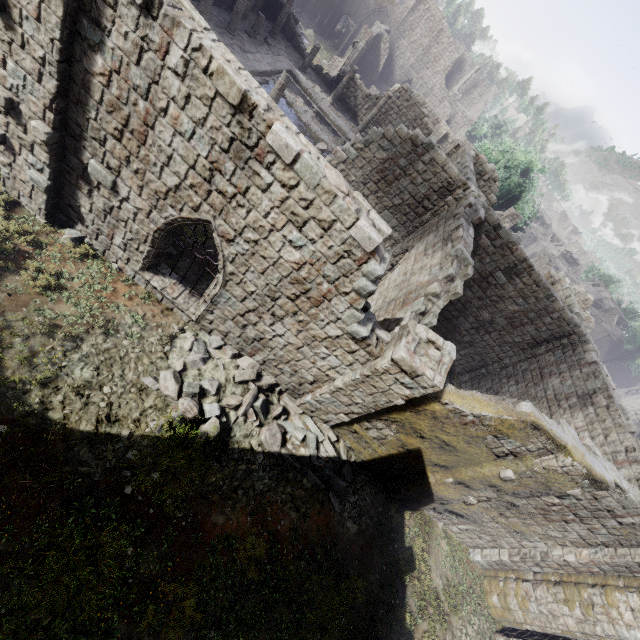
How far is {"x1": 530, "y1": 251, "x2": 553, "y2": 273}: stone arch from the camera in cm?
3662

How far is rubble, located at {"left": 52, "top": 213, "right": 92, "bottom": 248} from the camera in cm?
874

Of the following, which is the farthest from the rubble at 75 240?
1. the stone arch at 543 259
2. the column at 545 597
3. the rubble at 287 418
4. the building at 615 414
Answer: the stone arch at 543 259

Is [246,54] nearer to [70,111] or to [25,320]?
[70,111]

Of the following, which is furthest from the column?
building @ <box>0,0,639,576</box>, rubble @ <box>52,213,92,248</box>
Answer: rubble @ <box>52,213,92,248</box>

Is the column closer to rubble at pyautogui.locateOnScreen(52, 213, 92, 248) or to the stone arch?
rubble at pyautogui.locateOnScreen(52, 213, 92, 248)

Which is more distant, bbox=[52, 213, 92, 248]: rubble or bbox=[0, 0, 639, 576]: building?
bbox=[52, 213, 92, 248]: rubble

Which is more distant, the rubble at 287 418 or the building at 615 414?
the rubble at 287 418
